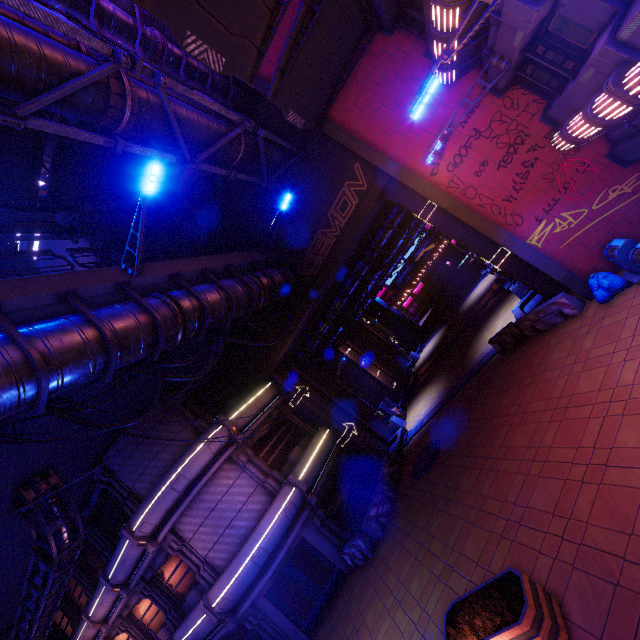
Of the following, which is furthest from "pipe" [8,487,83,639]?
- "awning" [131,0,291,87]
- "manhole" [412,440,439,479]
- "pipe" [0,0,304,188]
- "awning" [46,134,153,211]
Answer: "awning" [131,0,291,87]

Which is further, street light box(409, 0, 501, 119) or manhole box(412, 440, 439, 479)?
manhole box(412, 440, 439, 479)

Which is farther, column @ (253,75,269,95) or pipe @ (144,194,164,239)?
pipe @ (144,194,164,239)

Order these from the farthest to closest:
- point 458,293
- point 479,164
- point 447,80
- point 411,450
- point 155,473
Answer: point 458,293 → point 411,450 → point 155,473 → point 479,164 → point 447,80

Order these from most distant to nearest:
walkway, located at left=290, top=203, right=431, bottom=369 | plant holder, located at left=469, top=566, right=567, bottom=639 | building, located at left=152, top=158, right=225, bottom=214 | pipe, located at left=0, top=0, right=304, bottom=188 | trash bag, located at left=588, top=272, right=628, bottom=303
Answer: walkway, located at left=290, top=203, right=431, bottom=369 → building, located at left=152, top=158, right=225, bottom=214 → trash bag, located at left=588, top=272, right=628, bottom=303 → pipe, located at left=0, top=0, right=304, bottom=188 → plant holder, located at left=469, top=566, right=567, bottom=639

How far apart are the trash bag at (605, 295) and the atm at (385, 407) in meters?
14.3 m

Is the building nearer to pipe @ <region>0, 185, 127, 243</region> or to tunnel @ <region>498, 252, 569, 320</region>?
pipe @ <region>0, 185, 127, 243</region>

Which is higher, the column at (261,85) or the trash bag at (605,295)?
the column at (261,85)
